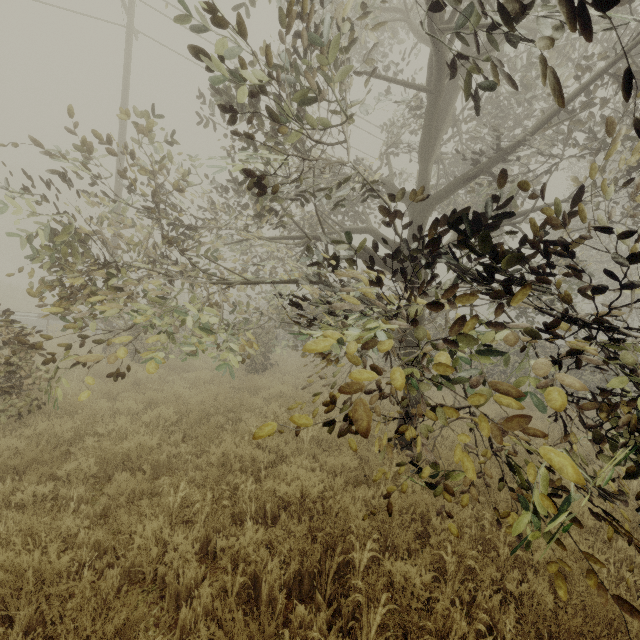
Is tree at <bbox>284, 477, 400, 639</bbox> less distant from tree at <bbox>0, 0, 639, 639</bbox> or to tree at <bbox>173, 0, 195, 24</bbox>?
tree at <bbox>173, 0, 195, 24</bbox>

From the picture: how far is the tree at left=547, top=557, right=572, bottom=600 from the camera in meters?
2.6 m

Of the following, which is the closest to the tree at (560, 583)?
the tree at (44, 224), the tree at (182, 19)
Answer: the tree at (182, 19)

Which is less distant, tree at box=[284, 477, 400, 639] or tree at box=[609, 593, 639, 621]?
tree at box=[609, 593, 639, 621]

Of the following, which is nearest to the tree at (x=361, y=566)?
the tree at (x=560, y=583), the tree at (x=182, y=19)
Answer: the tree at (x=560, y=583)

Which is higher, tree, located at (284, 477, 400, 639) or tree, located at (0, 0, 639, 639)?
tree, located at (0, 0, 639, 639)

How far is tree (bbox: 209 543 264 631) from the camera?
2.5m

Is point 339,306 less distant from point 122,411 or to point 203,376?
point 122,411
